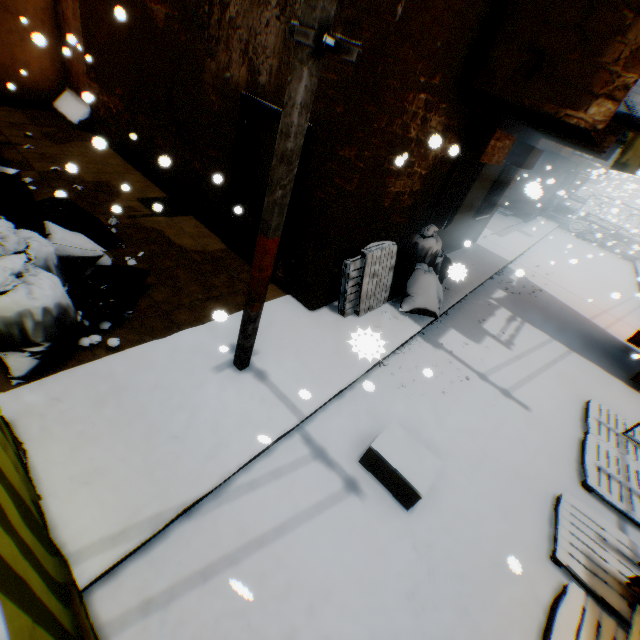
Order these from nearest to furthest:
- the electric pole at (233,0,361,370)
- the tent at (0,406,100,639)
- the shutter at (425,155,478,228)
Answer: the tent at (0,406,100,639)
the electric pole at (233,0,361,370)
the shutter at (425,155,478,228)

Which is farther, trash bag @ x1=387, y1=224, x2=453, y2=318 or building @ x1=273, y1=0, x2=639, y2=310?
trash bag @ x1=387, y1=224, x2=453, y2=318

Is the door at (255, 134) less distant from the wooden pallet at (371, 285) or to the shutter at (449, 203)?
the wooden pallet at (371, 285)

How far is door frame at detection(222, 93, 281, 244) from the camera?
4.9 meters

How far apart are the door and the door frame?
0.0 meters

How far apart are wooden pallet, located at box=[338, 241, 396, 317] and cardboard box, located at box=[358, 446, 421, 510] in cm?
180

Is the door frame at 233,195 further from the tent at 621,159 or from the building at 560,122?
the tent at 621,159

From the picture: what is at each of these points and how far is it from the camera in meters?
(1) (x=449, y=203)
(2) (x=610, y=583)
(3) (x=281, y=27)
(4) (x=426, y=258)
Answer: (1) shutter, 7.0
(2) wooden pallet, 3.5
(3) building, 4.3
(4) trash bag, 6.7
